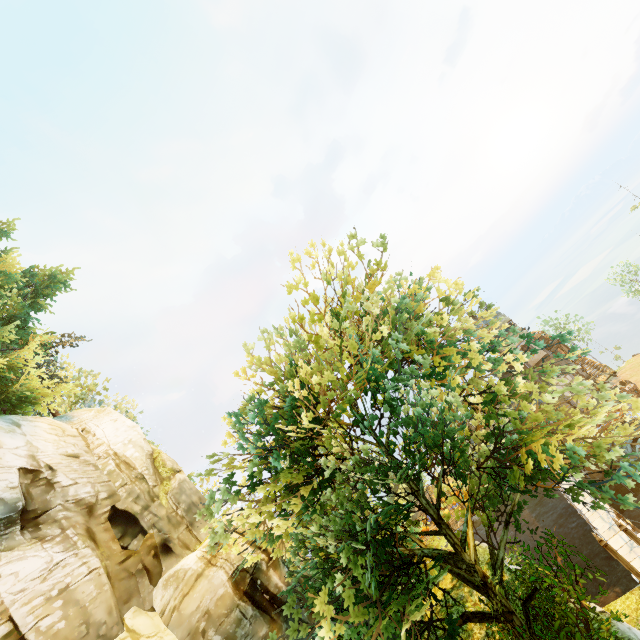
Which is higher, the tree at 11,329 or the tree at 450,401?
the tree at 11,329

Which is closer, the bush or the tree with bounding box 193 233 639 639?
the tree with bounding box 193 233 639 639

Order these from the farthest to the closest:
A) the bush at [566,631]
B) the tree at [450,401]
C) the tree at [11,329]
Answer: the tree at [11,329], the bush at [566,631], the tree at [450,401]

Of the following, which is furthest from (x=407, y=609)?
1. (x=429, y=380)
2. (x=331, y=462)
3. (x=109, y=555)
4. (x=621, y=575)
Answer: (x=621, y=575)

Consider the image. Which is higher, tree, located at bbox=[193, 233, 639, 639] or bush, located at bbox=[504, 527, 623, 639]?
tree, located at bbox=[193, 233, 639, 639]

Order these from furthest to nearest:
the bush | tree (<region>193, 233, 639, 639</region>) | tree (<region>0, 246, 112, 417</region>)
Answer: tree (<region>0, 246, 112, 417</region>)
the bush
tree (<region>193, 233, 639, 639</region>)

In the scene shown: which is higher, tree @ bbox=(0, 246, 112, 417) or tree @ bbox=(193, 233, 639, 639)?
tree @ bbox=(0, 246, 112, 417)
